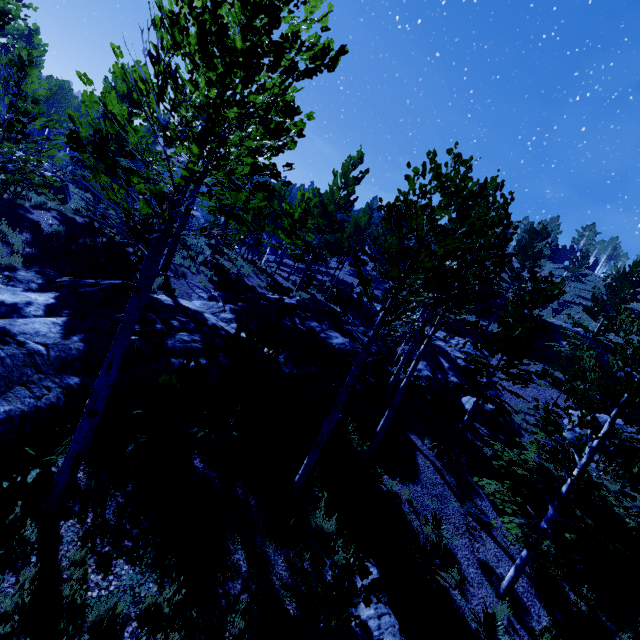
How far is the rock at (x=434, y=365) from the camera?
18.5m

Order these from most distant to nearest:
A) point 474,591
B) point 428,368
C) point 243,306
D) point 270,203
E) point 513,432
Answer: point 270,203 → point 428,368 → point 513,432 → point 243,306 → point 474,591

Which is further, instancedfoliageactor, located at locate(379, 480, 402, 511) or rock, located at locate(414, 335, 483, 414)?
rock, located at locate(414, 335, 483, 414)

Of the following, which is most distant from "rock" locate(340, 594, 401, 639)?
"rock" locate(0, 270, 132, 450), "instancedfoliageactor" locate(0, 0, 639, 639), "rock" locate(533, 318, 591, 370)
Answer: "rock" locate(533, 318, 591, 370)

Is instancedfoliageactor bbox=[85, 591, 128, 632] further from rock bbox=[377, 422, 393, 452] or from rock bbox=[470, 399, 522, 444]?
rock bbox=[470, 399, 522, 444]

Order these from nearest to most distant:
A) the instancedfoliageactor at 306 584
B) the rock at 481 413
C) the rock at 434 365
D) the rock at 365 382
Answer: the instancedfoliageactor at 306 584 → the rock at 365 382 → the rock at 481 413 → the rock at 434 365

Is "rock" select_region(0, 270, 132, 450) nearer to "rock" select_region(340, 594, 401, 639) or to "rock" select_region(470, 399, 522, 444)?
"rock" select_region(470, 399, 522, 444)
